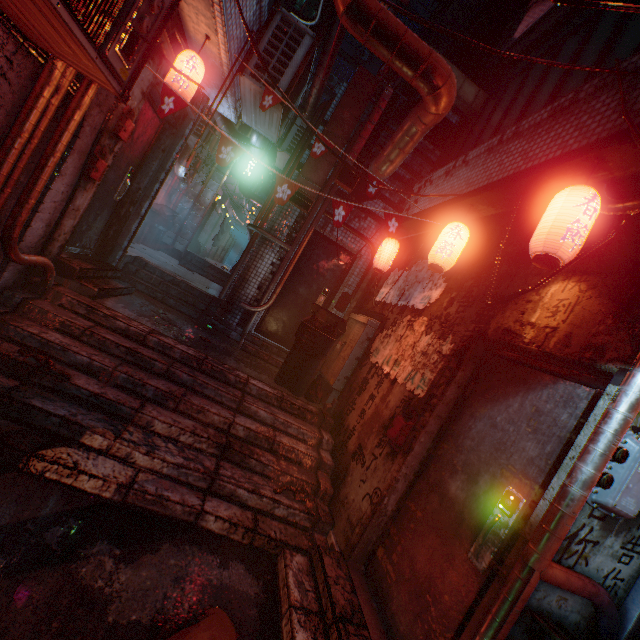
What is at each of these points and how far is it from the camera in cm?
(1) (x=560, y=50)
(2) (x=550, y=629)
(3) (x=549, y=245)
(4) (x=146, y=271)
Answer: (1) window, 361
(2) trash bin, 140
(3) lantern, 191
(4) stairs, 545

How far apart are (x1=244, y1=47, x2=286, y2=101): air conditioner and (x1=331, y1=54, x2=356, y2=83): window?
25.0 meters

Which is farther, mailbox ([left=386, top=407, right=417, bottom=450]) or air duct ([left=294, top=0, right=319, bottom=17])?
air duct ([left=294, top=0, right=319, bottom=17])

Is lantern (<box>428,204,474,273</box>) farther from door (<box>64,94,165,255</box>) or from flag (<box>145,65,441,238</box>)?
door (<box>64,94,165,255</box>)

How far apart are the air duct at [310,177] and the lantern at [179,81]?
1.6 meters

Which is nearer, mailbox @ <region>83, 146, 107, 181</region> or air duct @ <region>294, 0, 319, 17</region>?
mailbox @ <region>83, 146, 107, 181</region>

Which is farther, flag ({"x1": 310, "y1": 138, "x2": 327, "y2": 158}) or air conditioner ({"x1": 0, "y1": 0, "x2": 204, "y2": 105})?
flag ({"x1": 310, "y1": 138, "x2": 327, "y2": 158})

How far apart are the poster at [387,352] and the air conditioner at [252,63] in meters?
2.9
